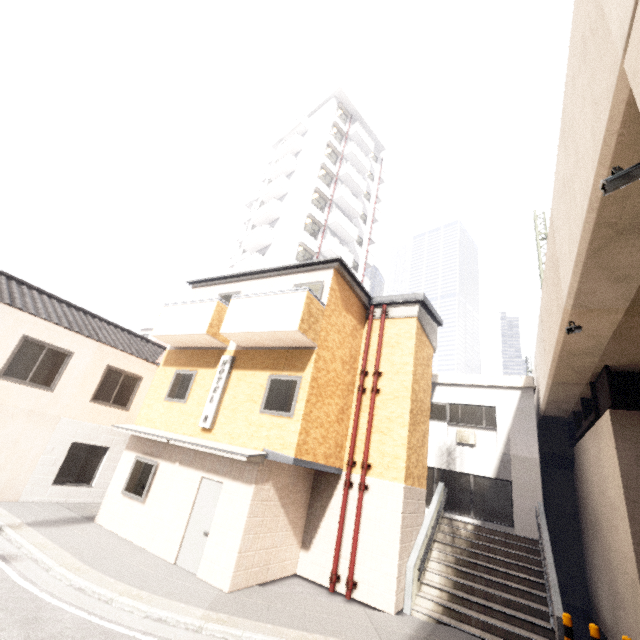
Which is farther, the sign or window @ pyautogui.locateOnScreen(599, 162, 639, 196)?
the sign

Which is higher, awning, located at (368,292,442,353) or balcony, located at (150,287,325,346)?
awning, located at (368,292,442,353)

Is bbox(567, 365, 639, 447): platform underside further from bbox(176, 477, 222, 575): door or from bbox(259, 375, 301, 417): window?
bbox(176, 477, 222, 575): door

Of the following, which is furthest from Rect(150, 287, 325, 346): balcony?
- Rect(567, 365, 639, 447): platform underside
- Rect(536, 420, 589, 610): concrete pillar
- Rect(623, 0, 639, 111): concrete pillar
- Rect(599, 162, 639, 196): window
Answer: Rect(536, 420, 589, 610): concrete pillar

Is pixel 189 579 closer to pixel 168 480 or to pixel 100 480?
pixel 168 480

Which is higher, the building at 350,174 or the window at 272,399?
the building at 350,174

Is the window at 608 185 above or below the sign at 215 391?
above

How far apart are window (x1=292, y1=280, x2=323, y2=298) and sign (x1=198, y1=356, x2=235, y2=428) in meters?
2.3 m
